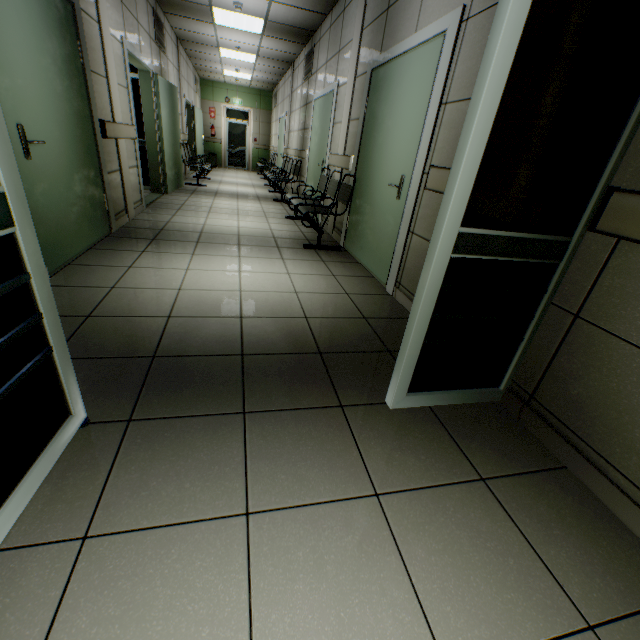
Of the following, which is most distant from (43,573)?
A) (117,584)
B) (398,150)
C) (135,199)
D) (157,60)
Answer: (157,60)

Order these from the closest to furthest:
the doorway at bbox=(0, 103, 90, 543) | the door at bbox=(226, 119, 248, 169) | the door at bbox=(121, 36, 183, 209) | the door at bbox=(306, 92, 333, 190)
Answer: the doorway at bbox=(0, 103, 90, 543), the door at bbox=(121, 36, 183, 209), the door at bbox=(306, 92, 333, 190), the door at bbox=(226, 119, 248, 169)

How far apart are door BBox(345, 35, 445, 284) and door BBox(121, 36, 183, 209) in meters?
3.3 m

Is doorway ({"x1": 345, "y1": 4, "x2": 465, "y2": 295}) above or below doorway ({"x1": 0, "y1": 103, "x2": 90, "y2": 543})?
above

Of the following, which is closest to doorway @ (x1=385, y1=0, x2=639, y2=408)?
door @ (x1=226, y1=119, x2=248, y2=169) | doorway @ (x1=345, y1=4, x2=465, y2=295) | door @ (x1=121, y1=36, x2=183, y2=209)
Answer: doorway @ (x1=345, y1=4, x2=465, y2=295)

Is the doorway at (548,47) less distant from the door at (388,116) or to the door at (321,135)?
the door at (388,116)

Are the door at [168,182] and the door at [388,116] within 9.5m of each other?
yes

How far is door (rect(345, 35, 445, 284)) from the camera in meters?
2.7
